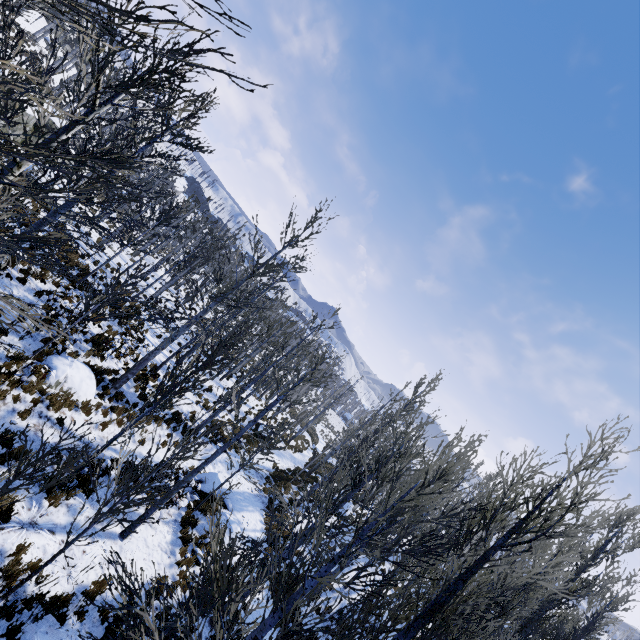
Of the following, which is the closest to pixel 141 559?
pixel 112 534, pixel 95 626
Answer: pixel 112 534

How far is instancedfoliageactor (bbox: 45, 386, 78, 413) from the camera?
9.5m

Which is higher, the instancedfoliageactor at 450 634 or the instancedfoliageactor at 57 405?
the instancedfoliageactor at 450 634

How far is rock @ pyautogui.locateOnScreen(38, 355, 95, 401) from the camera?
9.8m

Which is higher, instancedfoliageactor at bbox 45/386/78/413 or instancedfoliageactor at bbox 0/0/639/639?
instancedfoliageactor at bbox 0/0/639/639

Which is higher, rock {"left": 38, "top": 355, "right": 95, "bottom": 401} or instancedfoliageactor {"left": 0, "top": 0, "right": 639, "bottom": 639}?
instancedfoliageactor {"left": 0, "top": 0, "right": 639, "bottom": 639}

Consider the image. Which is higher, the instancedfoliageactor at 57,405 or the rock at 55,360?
the rock at 55,360
